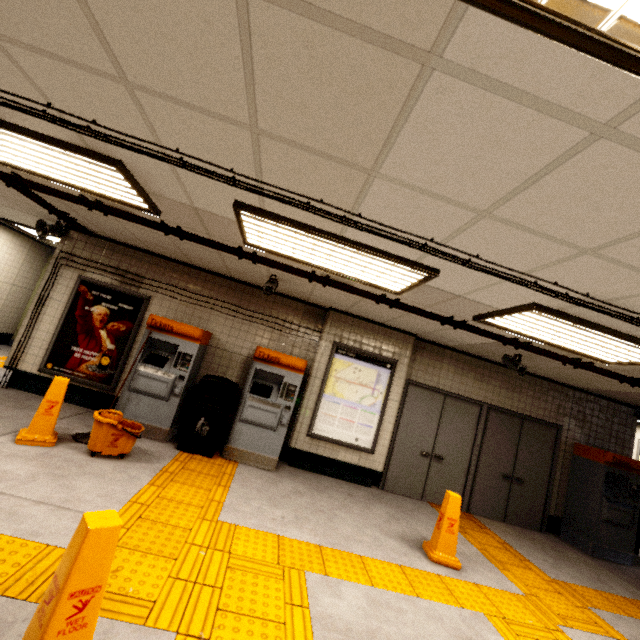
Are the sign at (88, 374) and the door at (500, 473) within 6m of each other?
no

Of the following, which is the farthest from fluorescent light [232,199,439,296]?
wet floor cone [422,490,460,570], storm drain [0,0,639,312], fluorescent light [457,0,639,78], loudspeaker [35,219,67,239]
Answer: loudspeaker [35,219,67,239]

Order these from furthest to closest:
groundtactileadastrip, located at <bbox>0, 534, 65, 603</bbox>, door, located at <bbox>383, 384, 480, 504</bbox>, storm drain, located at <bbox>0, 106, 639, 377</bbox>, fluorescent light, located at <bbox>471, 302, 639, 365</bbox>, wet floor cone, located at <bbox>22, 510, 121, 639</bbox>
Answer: door, located at <bbox>383, 384, 480, 504</bbox> < fluorescent light, located at <bbox>471, 302, 639, 365</bbox> < storm drain, located at <bbox>0, 106, 639, 377</bbox> < groundtactileadastrip, located at <bbox>0, 534, 65, 603</bbox> < wet floor cone, located at <bbox>22, 510, 121, 639</bbox>

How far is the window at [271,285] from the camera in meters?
4.8

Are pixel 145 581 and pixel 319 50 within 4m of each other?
yes

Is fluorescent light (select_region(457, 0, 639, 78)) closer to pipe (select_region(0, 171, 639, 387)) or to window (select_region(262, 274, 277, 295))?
pipe (select_region(0, 171, 639, 387))

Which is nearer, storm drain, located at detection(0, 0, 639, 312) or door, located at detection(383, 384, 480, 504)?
storm drain, located at detection(0, 0, 639, 312)

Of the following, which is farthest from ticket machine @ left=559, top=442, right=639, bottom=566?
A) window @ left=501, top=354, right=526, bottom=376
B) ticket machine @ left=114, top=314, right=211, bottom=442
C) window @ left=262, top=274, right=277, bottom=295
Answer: ticket machine @ left=114, top=314, right=211, bottom=442
